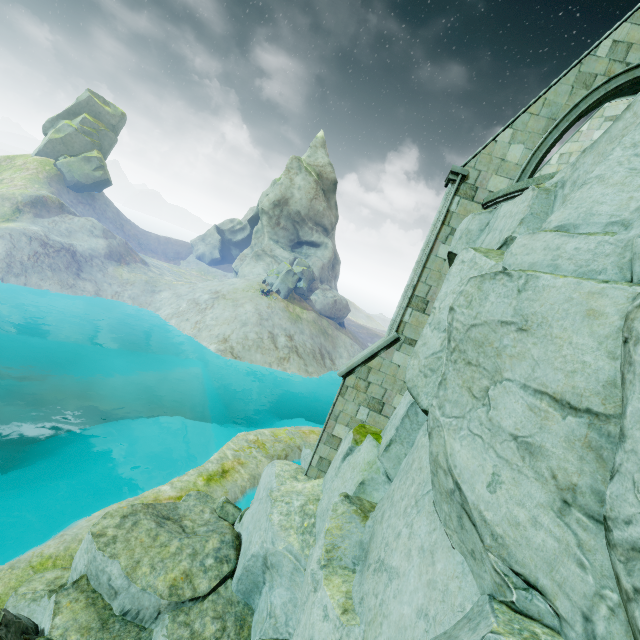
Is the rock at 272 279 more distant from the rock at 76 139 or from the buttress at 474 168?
the rock at 76 139

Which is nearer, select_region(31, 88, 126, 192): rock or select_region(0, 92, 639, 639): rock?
select_region(0, 92, 639, 639): rock

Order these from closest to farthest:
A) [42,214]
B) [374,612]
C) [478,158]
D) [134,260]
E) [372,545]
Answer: [374,612] → [372,545] → [478,158] → [42,214] → [134,260]

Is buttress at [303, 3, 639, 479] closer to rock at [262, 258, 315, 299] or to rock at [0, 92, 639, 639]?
rock at [0, 92, 639, 639]

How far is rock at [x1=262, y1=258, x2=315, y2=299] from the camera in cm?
4247

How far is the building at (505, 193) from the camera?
6.3 meters

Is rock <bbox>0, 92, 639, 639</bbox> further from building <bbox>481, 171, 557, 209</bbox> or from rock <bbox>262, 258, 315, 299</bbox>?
rock <bbox>262, 258, 315, 299</bbox>

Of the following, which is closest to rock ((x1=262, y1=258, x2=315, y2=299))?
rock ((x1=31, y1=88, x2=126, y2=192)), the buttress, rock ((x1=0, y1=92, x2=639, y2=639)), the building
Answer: rock ((x1=0, y1=92, x2=639, y2=639))
